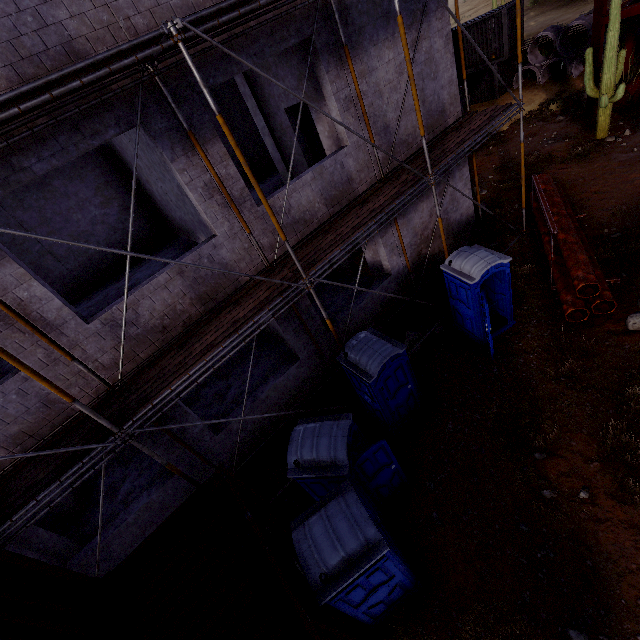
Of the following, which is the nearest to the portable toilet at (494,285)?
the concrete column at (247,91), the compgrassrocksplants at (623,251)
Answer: the compgrassrocksplants at (623,251)

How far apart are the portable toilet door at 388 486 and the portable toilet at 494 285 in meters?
4.2

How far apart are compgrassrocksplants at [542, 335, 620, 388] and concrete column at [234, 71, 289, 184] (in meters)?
8.93

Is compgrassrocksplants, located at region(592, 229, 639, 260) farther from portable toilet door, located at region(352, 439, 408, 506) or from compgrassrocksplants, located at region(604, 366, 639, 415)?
portable toilet door, located at region(352, 439, 408, 506)

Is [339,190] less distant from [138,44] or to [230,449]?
[138,44]

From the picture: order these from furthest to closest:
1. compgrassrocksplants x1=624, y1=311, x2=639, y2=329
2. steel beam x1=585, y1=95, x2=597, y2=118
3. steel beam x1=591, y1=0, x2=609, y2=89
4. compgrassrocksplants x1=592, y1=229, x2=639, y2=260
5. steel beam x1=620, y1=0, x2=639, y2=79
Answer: steel beam x1=585, y1=95, x2=597, y2=118 → steel beam x1=591, y1=0, x2=609, y2=89 → steel beam x1=620, y1=0, x2=639, y2=79 → compgrassrocksplants x1=592, y1=229, x2=639, y2=260 → compgrassrocksplants x1=624, y1=311, x2=639, y2=329

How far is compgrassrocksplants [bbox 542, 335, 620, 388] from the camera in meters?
7.0

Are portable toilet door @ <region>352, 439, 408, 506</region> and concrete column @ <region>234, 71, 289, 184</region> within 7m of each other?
no
